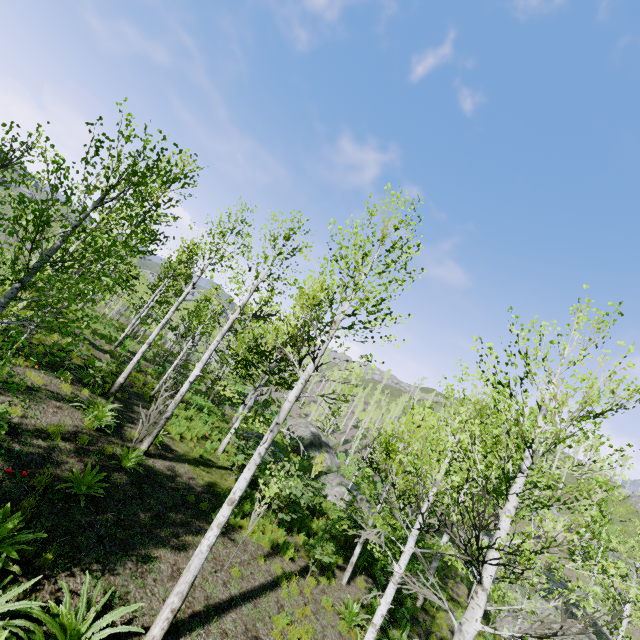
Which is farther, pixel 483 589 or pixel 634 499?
pixel 634 499

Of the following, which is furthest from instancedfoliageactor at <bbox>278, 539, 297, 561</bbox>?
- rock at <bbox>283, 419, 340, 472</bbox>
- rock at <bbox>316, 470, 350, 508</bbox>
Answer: rock at <bbox>283, 419, 340, 472</bbox>

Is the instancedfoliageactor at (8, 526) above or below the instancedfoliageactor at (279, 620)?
above

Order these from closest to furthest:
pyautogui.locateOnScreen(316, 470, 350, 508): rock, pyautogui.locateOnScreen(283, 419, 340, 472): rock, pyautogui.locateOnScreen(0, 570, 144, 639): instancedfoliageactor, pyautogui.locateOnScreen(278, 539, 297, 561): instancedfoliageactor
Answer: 1. pyautogui.locateOnScreen(0, 570, 144, 639): instancedfoliageactor
2. pyautogui.locateOnScreen(278, 539, 297, 561): instancedfoliageactor
3. pyautogui.locateOnScreen(316, 470, 350, 508): rock
4. pyautogui.locateOnScreen(283, 419, 340, 472): rock

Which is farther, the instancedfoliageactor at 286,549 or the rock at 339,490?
the rock at 339,490

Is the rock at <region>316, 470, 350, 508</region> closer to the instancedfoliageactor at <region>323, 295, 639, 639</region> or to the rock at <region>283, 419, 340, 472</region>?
the instancedfoliageactor at <region>323, 295, 639, 639</region>
